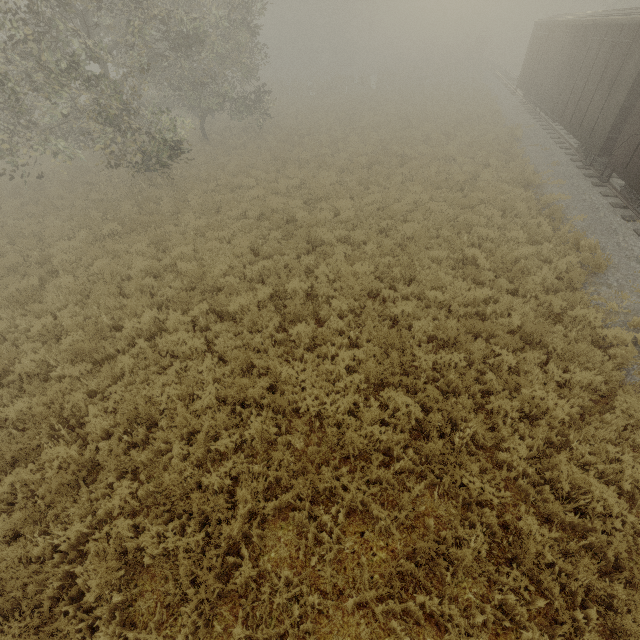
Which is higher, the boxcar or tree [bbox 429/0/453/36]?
tree [bbox 429/0/453/36]

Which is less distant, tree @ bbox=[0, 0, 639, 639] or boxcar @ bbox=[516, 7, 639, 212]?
tree @ bbox=[0, 0, 639, 639]

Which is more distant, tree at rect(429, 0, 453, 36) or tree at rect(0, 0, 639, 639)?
tree at rect(429, 0, 453, 36)

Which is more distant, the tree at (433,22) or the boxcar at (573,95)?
the tree at (433,22)

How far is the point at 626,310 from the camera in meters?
7.3 m

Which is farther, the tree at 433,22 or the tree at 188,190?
the tree at 433,22

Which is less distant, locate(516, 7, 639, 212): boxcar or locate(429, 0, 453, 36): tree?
locate(516, 7, 639, 212): boxcar

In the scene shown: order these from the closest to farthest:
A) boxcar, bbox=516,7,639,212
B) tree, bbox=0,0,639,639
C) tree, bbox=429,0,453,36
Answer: tree, bbox=0,0,639,639
boxcar, bbox=516,7,639,212
tree, bbox=429,0,453,36
